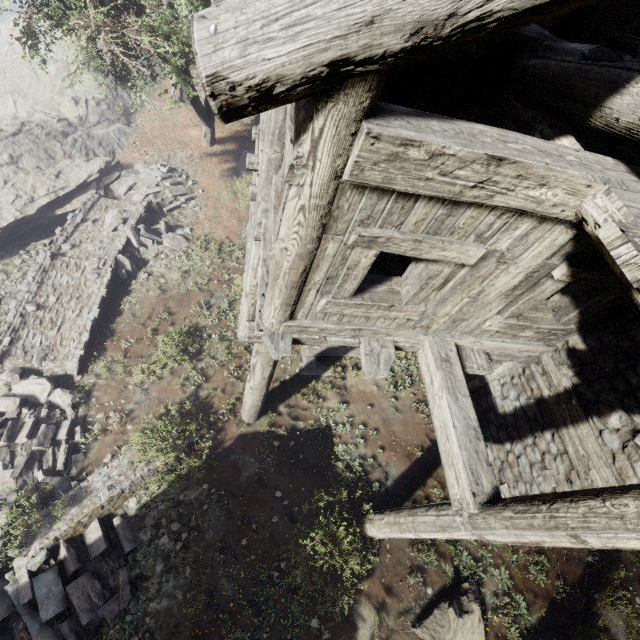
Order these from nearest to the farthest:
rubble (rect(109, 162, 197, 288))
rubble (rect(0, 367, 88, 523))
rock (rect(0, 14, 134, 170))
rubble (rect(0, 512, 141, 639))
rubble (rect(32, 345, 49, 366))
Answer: rubble (rect(0, 512, 141, 639)) < rubble (rect(0, 367, 88, 523)) < rubble (rect(32, 345, 49, 366)) < rubble (rect(109, 162, 197, 288)) < rock (rect(0, 14, 134, 170))

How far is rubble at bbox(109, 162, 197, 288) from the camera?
10.62m

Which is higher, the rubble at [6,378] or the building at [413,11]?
the building at [413,11]

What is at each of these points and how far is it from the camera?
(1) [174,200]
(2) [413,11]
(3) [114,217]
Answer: (1) rubble, 12.7m
(2) building, 1.6m
(3) rubble, 10.9m

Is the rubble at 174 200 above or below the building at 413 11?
below

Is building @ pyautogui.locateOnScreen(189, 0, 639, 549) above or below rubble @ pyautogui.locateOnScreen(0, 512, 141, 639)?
above

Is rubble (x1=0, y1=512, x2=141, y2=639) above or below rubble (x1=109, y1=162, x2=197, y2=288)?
above

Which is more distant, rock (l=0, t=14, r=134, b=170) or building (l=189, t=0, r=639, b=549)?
rock (l=0, t=14, r=134, b=170)
